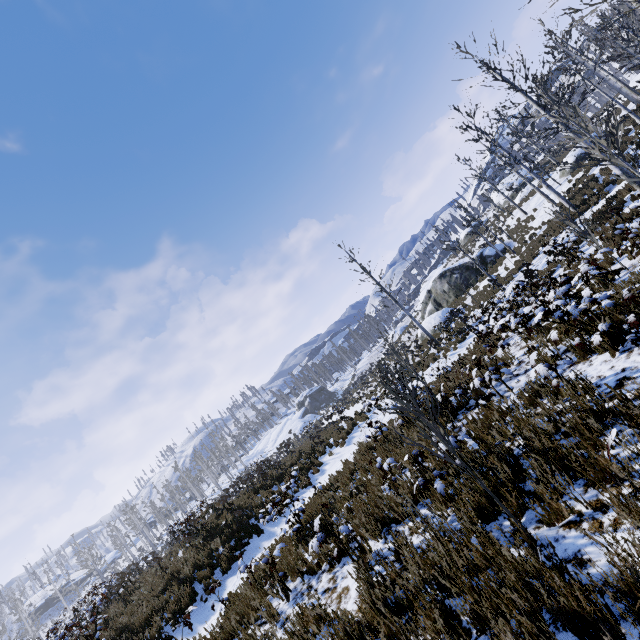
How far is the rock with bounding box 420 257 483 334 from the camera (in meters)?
26.02

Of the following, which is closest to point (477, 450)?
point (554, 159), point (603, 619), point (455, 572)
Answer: point (455, 572)

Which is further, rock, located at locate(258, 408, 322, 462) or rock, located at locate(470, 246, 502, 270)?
rock, located at locate(258, 408, 322, 462)

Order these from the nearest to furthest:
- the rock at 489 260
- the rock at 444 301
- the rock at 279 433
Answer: the rock at 444 301 → the rock at 489 260 → the rock at 279 433

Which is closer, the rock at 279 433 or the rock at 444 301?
the rock at 444 301

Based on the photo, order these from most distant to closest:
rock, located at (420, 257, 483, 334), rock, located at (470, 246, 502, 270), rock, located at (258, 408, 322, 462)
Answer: rock, located at (258, 408, 322, 462) < rock, located at (470, 246, 502, 270) < rock, located at (420, 257, 483, 334)
